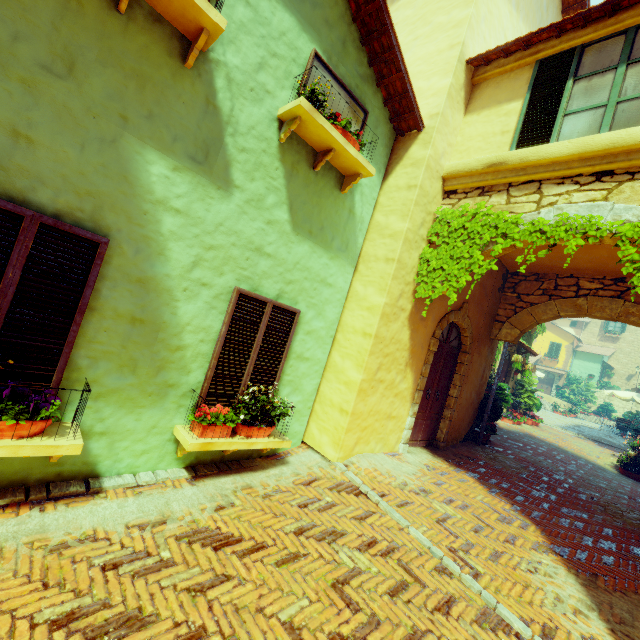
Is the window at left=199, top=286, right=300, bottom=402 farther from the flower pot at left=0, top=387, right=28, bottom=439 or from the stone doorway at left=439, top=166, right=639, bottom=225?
the stone doorway at left=439, top=166, right=639, bottom=225

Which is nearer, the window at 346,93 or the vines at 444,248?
the vines at 444,248

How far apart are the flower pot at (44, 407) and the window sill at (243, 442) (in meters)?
1.23

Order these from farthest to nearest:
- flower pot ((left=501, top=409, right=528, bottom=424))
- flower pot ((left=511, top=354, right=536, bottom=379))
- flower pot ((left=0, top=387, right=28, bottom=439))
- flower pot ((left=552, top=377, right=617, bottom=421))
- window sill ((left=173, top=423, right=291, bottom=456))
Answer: flower pot ((left=552, top=377, right=617, bottom=421)) → flower pot ((left=501, top=409, right=528, bottom=424)) → flower pot ((left=511, top=354, right=536, bottom=379)) → window sill ((left=173, top=423, right=291, bottom=456)) → flower pot ((left=0, top=387, right=28, bottom=439))

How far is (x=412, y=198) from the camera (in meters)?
5.11

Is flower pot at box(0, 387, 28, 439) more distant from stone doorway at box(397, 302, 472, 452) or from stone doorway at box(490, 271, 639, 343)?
stone doorway at box(490, 271, 639, 343)

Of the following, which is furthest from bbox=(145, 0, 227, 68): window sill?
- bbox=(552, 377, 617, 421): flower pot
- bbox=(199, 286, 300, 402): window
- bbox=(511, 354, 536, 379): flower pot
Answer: bbox=(552, 377, 617, 421): flower pot

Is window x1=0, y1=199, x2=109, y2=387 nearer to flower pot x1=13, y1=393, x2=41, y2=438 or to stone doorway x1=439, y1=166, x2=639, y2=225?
flower pot x1=13, y1=393, x2=41, y2=438
